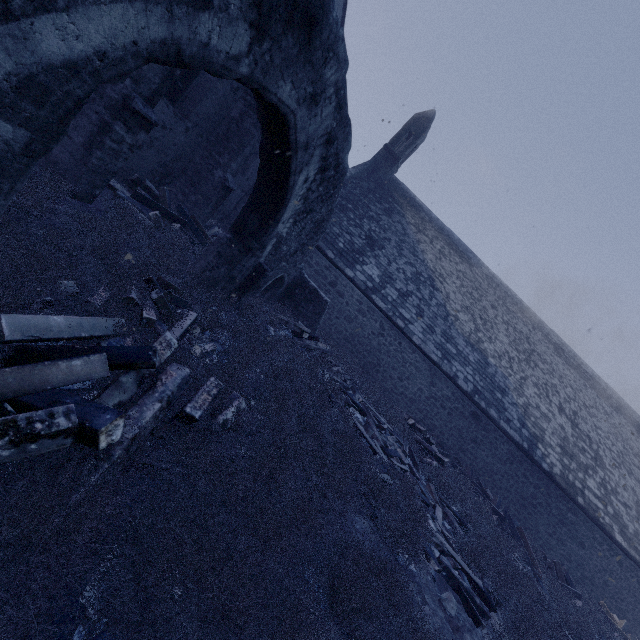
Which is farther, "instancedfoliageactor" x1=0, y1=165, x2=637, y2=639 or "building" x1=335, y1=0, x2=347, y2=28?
"building" x1=335, y1=0, x2=347, y2=28

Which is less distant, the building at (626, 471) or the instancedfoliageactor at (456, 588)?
the instancedfoliageactor at (456, 588)

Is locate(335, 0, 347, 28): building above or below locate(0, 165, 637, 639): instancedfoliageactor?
above

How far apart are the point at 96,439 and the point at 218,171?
9.7m

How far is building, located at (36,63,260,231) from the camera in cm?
593

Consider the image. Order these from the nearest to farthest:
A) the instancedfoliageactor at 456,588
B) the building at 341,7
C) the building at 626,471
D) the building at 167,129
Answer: the instancedfoliageactor at 456,588 → the building at 167,129 → the building at 341,7 → the building at 626,471

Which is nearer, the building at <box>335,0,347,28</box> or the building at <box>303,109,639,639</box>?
the building at <box>335,0,347,28</box>
